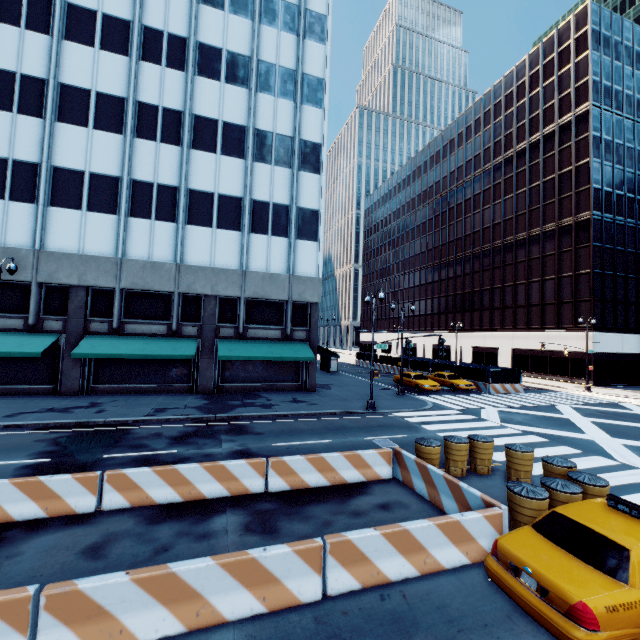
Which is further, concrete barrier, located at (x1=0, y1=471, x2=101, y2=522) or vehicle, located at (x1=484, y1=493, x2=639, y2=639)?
concrete barrier, located at (x1=0, y1=471, x2=101, y2=522)

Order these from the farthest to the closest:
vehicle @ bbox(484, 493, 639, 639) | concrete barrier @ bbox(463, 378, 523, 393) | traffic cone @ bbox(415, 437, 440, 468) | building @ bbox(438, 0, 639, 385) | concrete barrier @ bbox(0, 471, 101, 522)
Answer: building @ bbox(438, 0, 639, 385) → concrete barrier @ bbox(463, 378, 523, 393) → traffic cone @ bbox(415, 437, 440, 468) → concrete barrier @ bbox(0, 471, 101, 522) → vehicle @ bbox(484, 493, 639, 639)

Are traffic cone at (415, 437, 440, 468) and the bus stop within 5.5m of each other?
no

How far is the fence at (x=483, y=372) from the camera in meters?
29.1

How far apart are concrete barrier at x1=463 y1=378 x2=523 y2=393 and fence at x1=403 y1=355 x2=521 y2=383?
0.0m

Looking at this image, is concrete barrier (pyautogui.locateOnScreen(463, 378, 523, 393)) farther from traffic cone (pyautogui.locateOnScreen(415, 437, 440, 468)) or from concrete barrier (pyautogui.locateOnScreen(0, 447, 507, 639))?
concrete barrier (pyautogui.locateOnScreen(0, 447, 507, 639))

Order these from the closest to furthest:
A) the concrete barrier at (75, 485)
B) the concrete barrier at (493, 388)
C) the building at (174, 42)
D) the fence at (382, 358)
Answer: the concrete barrier at (75, 485)
the building at (174, 42)
the concrete barrier at (493, 388)
the fence at (382, 358)

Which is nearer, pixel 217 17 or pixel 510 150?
pixel 217 17
